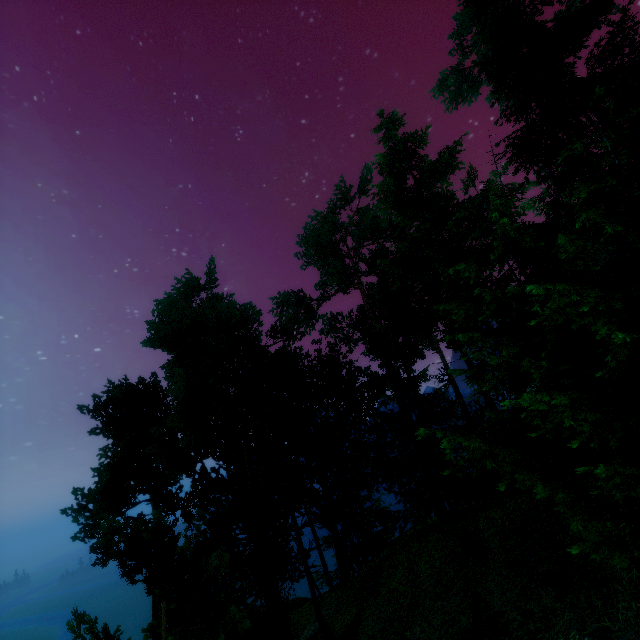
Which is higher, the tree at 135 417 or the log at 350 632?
the tree at 135 417

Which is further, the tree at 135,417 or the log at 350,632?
the log at 350,632

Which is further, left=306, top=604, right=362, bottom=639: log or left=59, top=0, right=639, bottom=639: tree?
left=306, top=604, right=362, bottom=639: log

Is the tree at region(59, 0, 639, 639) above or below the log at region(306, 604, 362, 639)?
above

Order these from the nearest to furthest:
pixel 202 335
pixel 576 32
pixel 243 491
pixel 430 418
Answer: pixel 576 32
pixel 202 335
pixel 430 418
pixel 243 491
